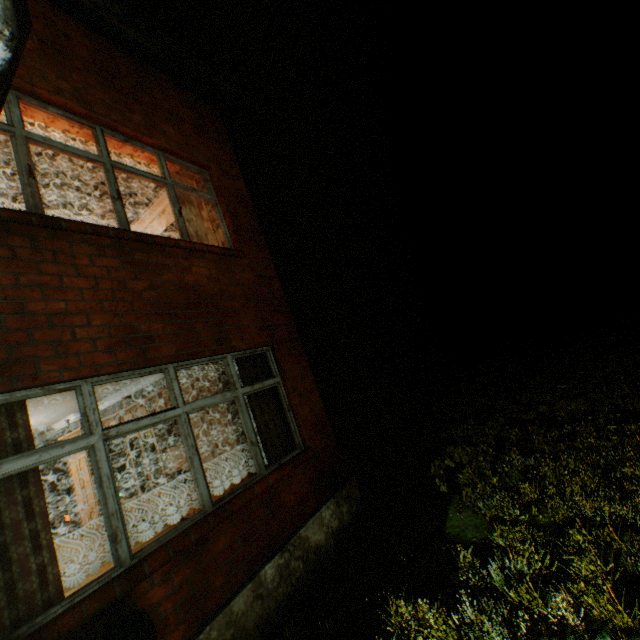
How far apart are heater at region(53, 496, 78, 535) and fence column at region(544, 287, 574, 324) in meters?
25.0

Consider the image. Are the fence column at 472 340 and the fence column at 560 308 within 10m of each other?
yes

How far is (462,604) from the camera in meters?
2.6 m

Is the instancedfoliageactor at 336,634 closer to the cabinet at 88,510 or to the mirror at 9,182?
the cabinet at 88,510

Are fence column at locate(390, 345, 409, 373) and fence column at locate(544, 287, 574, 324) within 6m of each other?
no

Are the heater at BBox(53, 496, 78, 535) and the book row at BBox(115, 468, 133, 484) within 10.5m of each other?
yes

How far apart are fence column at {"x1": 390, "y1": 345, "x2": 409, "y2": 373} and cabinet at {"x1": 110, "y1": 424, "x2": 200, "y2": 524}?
20.9m

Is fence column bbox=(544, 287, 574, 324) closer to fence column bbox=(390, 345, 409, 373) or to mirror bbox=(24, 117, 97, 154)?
fence column bbox=(390, 345, 409, 373)
